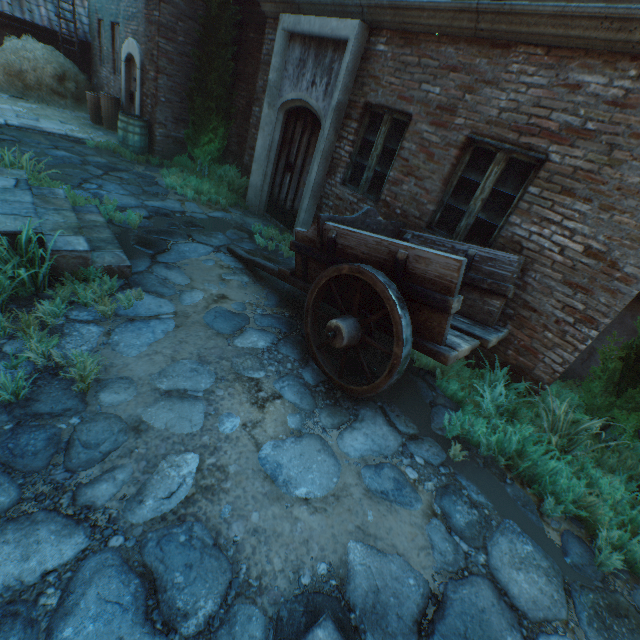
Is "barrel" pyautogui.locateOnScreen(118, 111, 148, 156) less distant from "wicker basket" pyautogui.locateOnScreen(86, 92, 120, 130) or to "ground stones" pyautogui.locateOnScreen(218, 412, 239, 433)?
"ground stones" pyautogui.locateOnScreen(218, 412, 239, 433)

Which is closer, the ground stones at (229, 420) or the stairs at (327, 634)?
the stairs at (327, 634)

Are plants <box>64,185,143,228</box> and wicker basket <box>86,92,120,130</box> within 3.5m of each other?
no

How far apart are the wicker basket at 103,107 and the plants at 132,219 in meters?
5.6 m

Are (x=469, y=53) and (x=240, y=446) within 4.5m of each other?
no

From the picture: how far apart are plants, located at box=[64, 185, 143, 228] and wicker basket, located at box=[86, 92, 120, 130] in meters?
5.6

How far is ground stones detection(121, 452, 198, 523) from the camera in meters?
2.0

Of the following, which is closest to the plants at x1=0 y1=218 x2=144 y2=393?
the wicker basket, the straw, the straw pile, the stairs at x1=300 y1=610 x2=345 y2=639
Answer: the stairs at x1=300 y1=610 x2=345 y2=639
